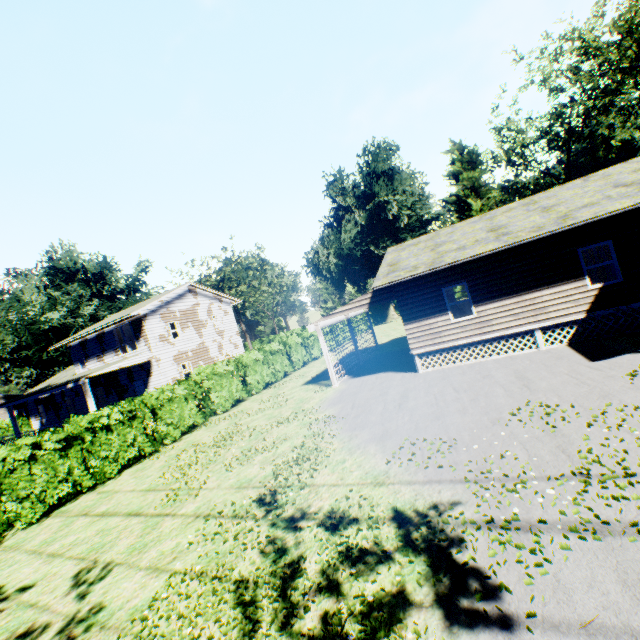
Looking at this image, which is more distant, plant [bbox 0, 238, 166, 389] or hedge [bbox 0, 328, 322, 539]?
plant [bbox 0, 238, 166, 389]

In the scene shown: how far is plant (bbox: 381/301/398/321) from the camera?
52.3 meters

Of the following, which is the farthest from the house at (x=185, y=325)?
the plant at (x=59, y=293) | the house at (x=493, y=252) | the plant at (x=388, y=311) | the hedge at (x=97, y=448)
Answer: the plant at (x=388, y=311)

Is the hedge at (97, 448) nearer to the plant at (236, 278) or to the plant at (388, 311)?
the plant at (236, 278)

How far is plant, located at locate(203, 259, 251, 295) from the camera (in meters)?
54.34

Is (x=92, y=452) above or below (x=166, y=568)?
above

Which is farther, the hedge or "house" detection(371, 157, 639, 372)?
"house" detection(371, 157, 639, 372)

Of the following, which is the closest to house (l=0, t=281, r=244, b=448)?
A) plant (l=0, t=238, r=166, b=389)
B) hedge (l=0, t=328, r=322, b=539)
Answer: plant (l=0, t=238, r=166, b=389)
